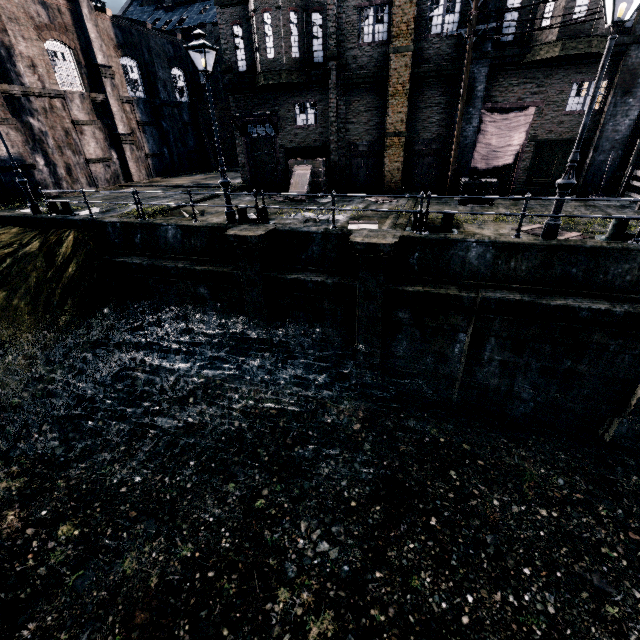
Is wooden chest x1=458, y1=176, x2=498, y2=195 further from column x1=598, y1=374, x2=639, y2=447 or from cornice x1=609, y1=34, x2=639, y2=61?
column x1=598, y1=374, x2=639, y2=447

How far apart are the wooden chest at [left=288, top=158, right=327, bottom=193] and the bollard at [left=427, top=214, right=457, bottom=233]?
7.6 meters

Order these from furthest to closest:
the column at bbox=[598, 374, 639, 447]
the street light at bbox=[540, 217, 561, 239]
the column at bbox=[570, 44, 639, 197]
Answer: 1. the column at bbox=[570, 44, 639, 197]
2. the column at bbox=[598, 374, 639, 447]
3. the street light at bbox=[540, 217, 561, 239]

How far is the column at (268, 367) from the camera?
11.4 meters

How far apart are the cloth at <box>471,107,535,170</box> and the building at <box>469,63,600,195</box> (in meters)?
0.01

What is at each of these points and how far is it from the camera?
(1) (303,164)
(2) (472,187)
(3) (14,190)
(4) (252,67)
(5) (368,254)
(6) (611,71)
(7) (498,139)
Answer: (1) wooden chest, 17.77m
(2) wooden chest, 14.60m
(3) building, 20.56m
(4) building, 17.39m
(5) column, 10.27m
(6) building, 13.27m
(7) cloth, 15.52m

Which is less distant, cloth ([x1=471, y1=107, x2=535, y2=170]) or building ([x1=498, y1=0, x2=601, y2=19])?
building ([x1=498, y1=0, x2=601, y2=19])

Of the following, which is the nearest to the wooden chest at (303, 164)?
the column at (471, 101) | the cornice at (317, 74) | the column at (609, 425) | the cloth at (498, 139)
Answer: the cornice at (317, 74)
